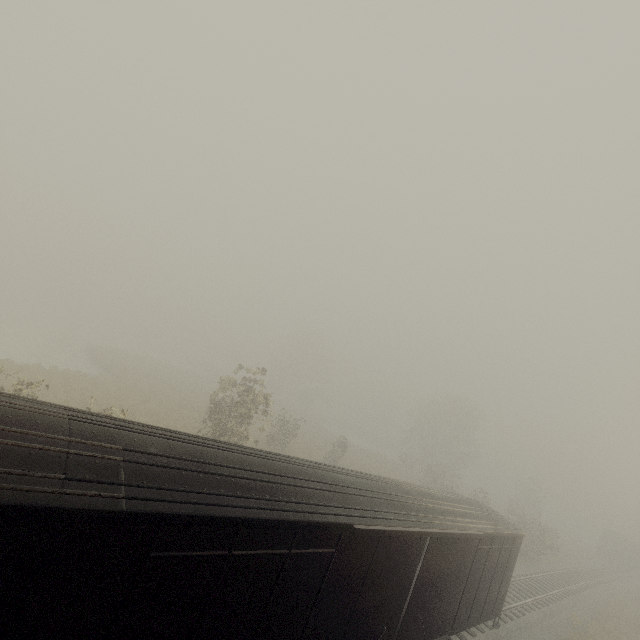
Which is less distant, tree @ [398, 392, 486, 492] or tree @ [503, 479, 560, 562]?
tree @ [503, 479, 560, 562]

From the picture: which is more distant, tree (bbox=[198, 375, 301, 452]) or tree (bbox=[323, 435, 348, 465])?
tree (bbox=[323, 435, 348, 465])

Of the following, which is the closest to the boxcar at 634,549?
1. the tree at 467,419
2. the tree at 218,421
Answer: the tree at 218,421

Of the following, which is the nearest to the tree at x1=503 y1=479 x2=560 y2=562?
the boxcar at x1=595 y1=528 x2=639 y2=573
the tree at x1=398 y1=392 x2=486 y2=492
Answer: the tree at x1=398 y1=392 x2=486 y2=492

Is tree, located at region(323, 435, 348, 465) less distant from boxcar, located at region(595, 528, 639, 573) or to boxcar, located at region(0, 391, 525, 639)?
boxcar, located at region(0, 391, 525, 639)

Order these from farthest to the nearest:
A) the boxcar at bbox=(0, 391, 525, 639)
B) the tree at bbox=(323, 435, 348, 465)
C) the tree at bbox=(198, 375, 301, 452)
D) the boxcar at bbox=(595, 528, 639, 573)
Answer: the boxcar at bbox=(595, 528, 639, 573), the tree at bbox=(323, 435, 348, 465), the tree at bbox=(198, 375, 301, 452), the boxcar at bbox=(0, 391, 525, 639)

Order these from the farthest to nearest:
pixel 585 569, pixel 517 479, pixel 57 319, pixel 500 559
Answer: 1. pixel 57 319
2. pixel 517 479
3. pixel 585 569
4. pixel 500 559

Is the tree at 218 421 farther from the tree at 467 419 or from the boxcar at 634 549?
the boxcar at 634 549
